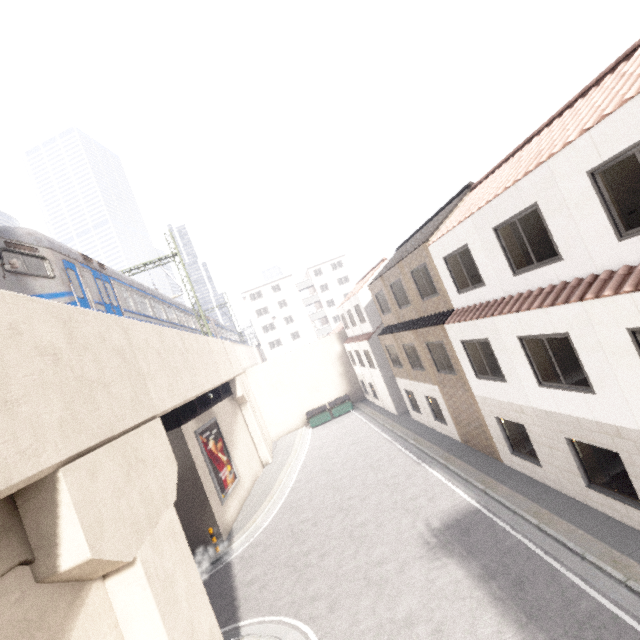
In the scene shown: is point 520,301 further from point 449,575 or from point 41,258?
point 41,258

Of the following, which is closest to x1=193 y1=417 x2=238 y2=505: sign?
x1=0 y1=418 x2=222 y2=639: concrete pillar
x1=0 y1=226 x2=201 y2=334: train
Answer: x1=0 y1=226 x2=201 y2=334: train

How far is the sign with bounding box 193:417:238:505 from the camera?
16.62m

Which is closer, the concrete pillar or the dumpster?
the concrete pillar

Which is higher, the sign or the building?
the building

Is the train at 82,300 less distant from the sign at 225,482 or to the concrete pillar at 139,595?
the concrete pillar at 139,595

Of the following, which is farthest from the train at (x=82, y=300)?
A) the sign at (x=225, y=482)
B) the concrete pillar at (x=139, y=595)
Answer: the sign at (x=225, y=482)

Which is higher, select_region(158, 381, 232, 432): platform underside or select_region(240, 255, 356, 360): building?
select_region(240, 255, 356, 360): building
